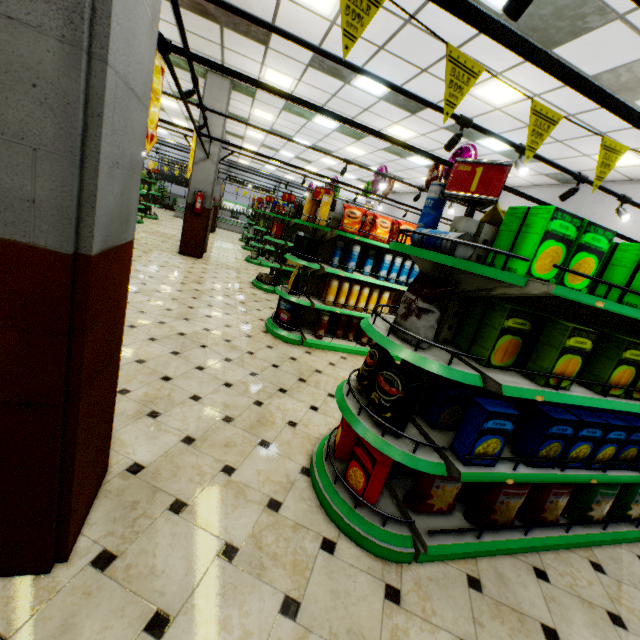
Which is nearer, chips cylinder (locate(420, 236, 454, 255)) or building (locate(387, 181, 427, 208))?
chips cylinder (locate(420, 236, 454, 255))

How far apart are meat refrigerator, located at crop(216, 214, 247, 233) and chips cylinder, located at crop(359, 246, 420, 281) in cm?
2001

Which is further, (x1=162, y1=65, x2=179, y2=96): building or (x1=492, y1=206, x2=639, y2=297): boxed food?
(x1=162, y1=65, x2=179, y2=96): building

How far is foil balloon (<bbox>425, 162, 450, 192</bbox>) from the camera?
5.77m

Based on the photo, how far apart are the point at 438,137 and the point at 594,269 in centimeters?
821cm

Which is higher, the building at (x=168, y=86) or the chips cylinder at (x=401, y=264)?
the building at (x=168, y=86)

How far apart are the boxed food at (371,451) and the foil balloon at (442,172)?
4.6 meters

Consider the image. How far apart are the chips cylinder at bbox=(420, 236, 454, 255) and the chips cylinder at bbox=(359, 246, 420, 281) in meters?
2.9
